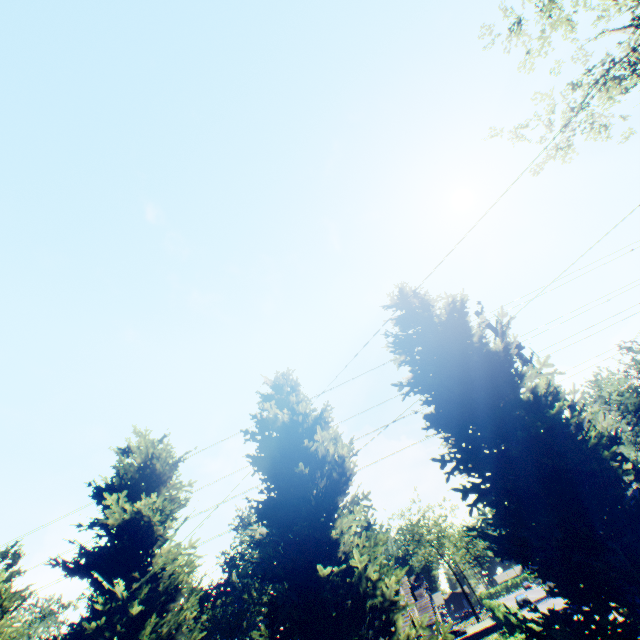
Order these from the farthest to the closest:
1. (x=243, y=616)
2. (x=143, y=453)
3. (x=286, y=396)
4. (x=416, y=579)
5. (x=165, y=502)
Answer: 1. (x=243, y=616)
2. (x=416, y=579)
3. (x=143, y=453)
4. (x=286, y=396)
5. (x=165, y=502)

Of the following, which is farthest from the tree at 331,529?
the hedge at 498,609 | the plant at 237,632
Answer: the hedge at 498,609

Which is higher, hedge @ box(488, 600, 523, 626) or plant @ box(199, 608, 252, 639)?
plant @ box(199, 608, 252, 639)

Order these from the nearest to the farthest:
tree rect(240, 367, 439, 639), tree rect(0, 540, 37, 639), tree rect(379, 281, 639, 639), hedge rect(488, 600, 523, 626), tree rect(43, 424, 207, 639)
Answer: tree rect(379, 281, 639, 639) < tree rect(240, 367, 439, 639) < tree rect(43, 424, 207, 639) < tree rect(0, 540, 37, 639) < hedge rect(488, 600, 523, 626)

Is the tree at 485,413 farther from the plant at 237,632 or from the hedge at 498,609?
the hedge at 498,609

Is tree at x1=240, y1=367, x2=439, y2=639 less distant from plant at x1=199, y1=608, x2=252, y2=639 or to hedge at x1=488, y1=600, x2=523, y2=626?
plant at x1=199, y1=608, x2=252, y2=639

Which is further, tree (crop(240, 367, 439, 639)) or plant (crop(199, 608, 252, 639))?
plant (crop(199, 608, 252, 639))
